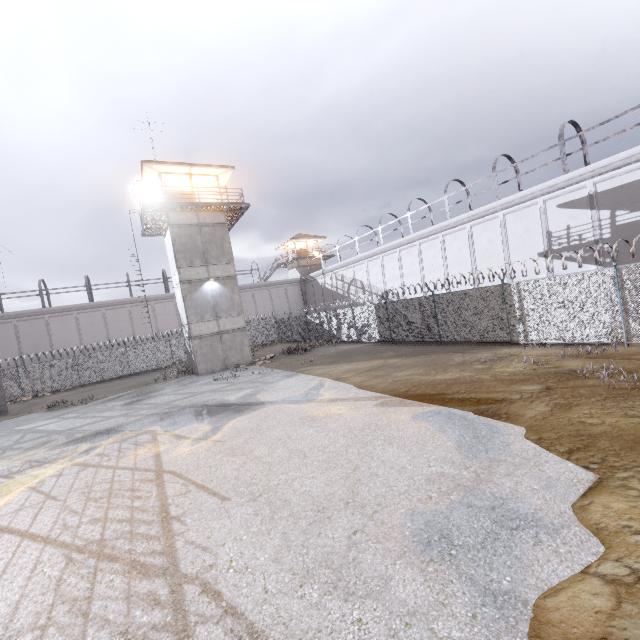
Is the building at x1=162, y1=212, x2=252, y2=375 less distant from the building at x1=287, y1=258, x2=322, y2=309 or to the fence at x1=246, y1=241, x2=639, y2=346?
the fence at x1=246, y1=241, x2=639, y2=346

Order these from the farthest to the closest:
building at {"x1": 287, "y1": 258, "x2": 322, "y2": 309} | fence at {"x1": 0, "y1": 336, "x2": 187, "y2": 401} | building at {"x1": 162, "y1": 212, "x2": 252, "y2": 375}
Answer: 1. building at {"x1": 287, "y1": 258, "x2": 322, "y2": 309}
2. fence at {"x1": 0, "y1": 336, "x2": 187, "y2": 401}
3. building at {"x1": 162, "y1": 212, "x2": 252, "y2": 375}

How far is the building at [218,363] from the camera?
22.7m

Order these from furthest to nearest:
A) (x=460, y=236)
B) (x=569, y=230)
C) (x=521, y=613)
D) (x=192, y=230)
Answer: (x=460, y=236), (x=192, y=230), (x=569, y=230), (x=521, y=613)

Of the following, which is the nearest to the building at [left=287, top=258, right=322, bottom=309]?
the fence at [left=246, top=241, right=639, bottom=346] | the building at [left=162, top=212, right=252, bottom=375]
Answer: the fence at [left=246, top=241, right=639, bottom=346]

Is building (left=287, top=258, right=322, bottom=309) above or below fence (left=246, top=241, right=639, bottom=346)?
above

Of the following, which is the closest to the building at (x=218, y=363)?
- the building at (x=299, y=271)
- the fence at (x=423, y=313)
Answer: the fence at (x=423, y=313)

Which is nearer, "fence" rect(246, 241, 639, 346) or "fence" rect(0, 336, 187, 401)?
"fence" rect(246, 241, 639, 346)
